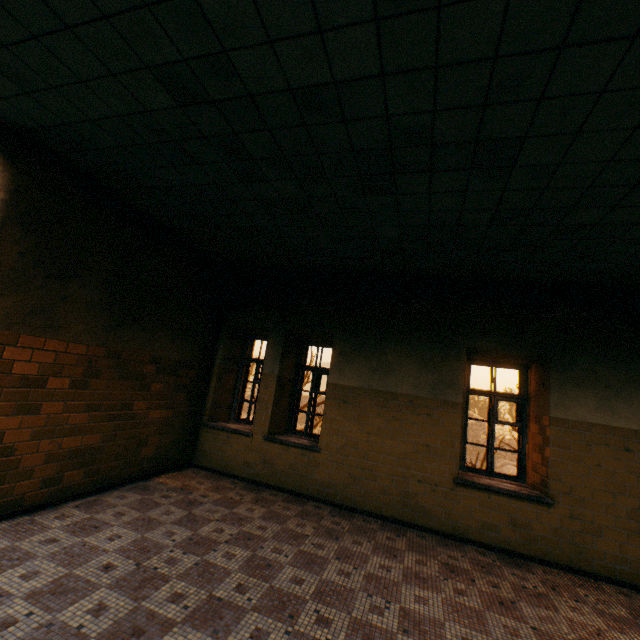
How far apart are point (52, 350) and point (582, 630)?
6.38m
